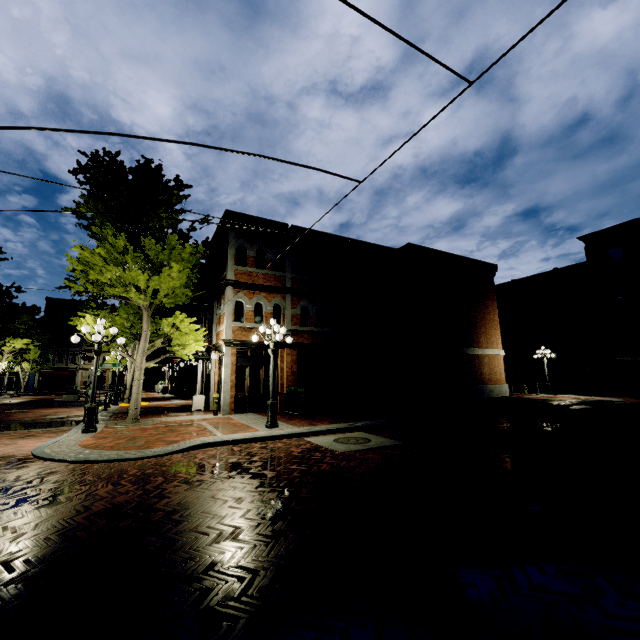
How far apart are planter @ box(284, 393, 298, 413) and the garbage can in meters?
0.0 m

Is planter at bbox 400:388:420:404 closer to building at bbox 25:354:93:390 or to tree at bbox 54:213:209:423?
tree at bbox 54:213:209:423

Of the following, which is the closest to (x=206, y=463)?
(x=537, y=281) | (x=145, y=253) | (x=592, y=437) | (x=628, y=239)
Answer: (x=592, y=437)

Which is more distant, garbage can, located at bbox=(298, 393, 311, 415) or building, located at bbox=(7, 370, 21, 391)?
building, located at bbox=(7, 370, 21, 391)

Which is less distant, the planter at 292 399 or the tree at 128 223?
the tree at 128 223

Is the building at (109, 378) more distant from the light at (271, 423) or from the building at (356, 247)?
the light at (271, 423)

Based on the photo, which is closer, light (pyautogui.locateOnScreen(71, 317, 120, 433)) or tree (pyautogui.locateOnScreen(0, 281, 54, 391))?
light (pyautogui.locateOnScreen(71, 317, 120, 433))

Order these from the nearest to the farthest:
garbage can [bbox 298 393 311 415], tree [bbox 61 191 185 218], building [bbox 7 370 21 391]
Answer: tree [bbox 61 191 185 218] → garbage can [bbox 298 393 311 415] → building [bbox 7 370 21 391]
